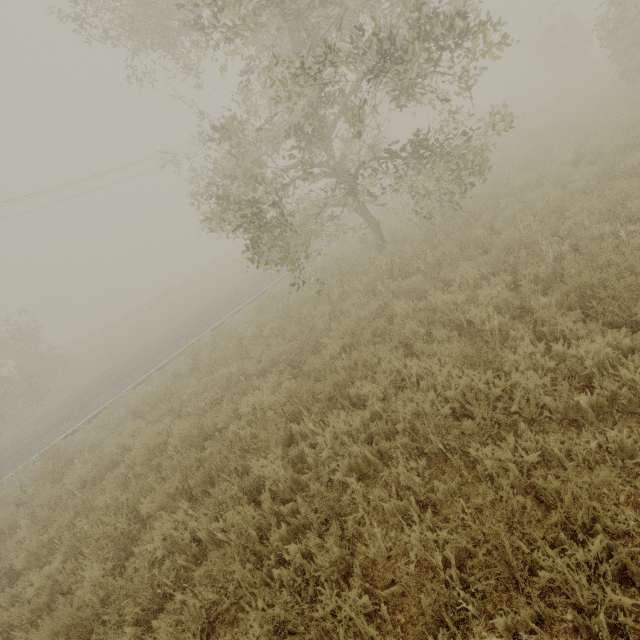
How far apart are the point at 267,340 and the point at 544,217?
7.54m

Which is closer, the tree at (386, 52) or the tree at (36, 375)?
the tree at (386, 52)

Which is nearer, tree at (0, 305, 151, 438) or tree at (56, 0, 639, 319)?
tree at (56, 0, 639, 319)
